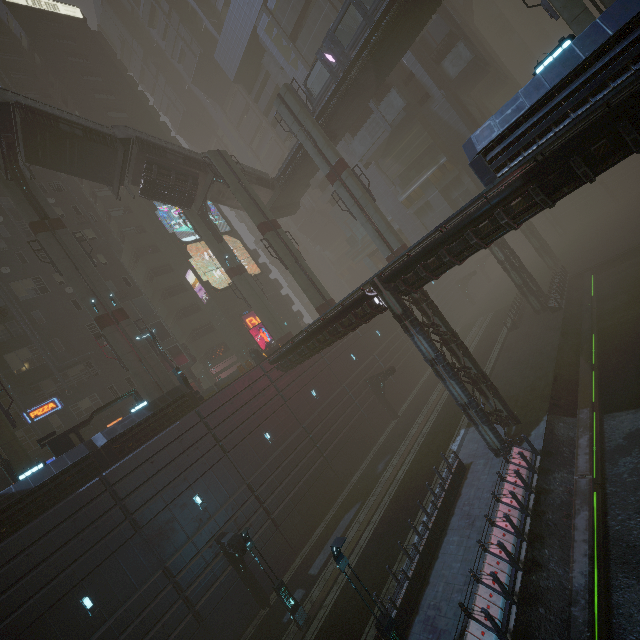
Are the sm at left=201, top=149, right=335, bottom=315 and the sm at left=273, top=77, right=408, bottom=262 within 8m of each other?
yes

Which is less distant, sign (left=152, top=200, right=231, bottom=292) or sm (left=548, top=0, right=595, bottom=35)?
sm (left=548, top=0, right=595, bottom=35)

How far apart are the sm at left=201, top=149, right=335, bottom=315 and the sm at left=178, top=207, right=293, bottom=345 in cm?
645

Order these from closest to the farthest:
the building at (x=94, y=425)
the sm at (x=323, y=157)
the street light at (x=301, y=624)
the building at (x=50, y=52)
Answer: the street light at (x=301, y=624)
the building at (x=94, y=425)
the sm at (x=323, y=157)
the building at (x=50, y=52)

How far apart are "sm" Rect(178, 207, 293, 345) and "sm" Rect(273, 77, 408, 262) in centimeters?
1210cm

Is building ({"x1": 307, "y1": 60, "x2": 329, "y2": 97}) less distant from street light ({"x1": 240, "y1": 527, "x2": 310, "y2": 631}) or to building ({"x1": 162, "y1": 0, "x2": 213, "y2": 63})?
building ({"x1": 162, "y1": 0, "x2": 213, "y2": 63})

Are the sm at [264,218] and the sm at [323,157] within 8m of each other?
yes

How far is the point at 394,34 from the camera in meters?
24.0 m
